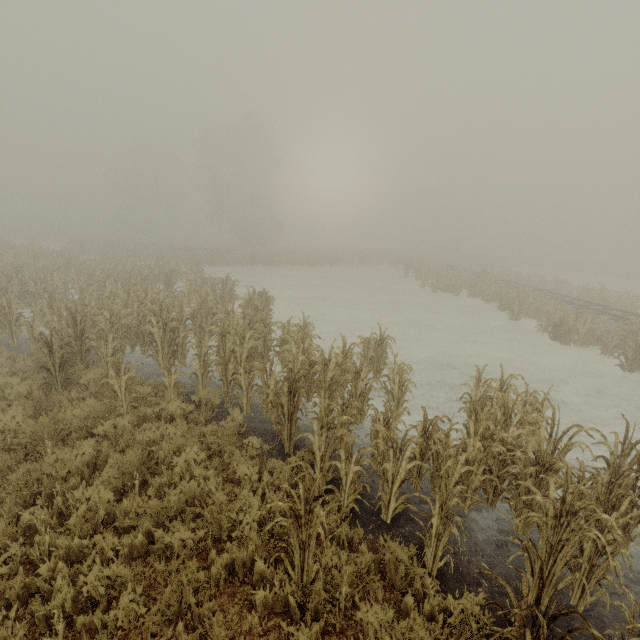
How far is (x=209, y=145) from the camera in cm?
4775
